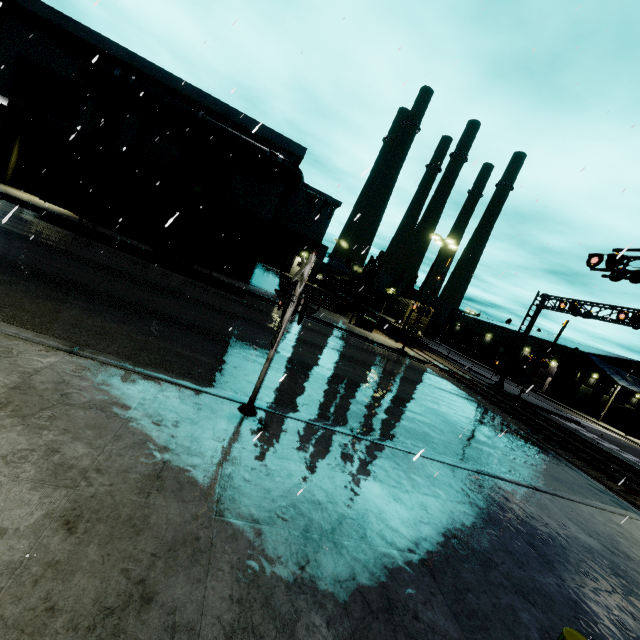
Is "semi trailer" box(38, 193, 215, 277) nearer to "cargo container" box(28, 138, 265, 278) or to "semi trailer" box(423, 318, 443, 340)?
"cargo container" box(28, 138, 265, 278)

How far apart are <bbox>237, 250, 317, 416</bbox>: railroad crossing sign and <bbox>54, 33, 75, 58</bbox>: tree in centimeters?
2472cm

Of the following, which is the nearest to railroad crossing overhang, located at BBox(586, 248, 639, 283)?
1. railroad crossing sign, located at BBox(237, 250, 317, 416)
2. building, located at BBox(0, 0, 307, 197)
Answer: building, located at BBox(0, 0, 307, 197)

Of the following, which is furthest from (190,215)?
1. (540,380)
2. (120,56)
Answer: (540,380)

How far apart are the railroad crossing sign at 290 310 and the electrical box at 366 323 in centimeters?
2173cm

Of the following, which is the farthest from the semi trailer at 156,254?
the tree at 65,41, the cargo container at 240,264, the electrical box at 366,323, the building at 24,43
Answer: the electrical box at 366,323

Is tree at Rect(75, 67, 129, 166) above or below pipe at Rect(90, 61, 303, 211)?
below

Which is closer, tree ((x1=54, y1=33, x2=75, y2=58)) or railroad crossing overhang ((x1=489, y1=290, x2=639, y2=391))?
tree ((x1=54, y1=33, x2=75, y2=58))
